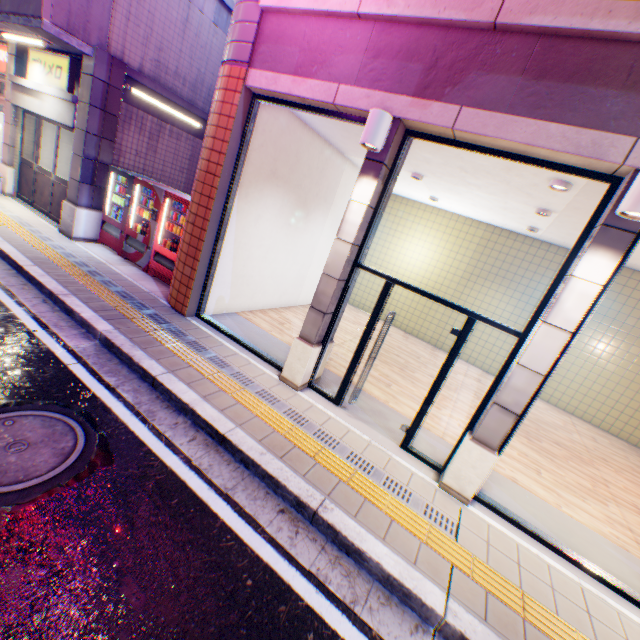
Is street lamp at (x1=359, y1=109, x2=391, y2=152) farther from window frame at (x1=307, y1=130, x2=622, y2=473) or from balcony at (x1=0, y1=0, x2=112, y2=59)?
balcony at (x1=0, y1=0, x2=112, y2=59)

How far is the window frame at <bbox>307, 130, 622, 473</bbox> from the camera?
3.6m

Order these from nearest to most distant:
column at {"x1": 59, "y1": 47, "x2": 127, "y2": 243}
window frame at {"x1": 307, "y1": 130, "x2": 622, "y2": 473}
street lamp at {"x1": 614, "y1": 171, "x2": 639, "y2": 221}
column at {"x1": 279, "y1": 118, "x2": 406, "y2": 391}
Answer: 1. street lamp at {"x1": 614, "y1": 171, "x2": 639, "y2": 221}
2. window frame at {"x1": 307, "y1": 130, "x2": 622, "y2": 473}
3. column at {"x1": 279, "y1": 118, "x2": 406, "y2": 391}
4. column at {"x1": 59, "y1": 47, "x2": 127, "y2": 243}

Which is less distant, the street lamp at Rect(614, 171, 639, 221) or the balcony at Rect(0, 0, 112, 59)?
the street lamp at Rect(614, 171, 639, 221)

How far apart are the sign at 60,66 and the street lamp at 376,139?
8.1m

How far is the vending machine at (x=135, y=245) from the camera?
7.44m

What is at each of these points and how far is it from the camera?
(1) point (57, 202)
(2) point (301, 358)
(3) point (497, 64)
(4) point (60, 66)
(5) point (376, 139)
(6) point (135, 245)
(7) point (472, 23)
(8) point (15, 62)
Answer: (1) door, 8.9m
(2) column, 5.3m
(3) balcony, 3.6m
(4) sign, 7.8m
(5) street lamp, 4.0m
(6) vending machine, 8.0m
(7) concrete block, 3.6m
(8) column, 8.9m

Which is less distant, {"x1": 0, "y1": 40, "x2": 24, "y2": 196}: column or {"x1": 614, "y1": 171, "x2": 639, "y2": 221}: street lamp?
{"x1": 614, "y1": 171, "x2": 639, "y2": 221}: street lamp
